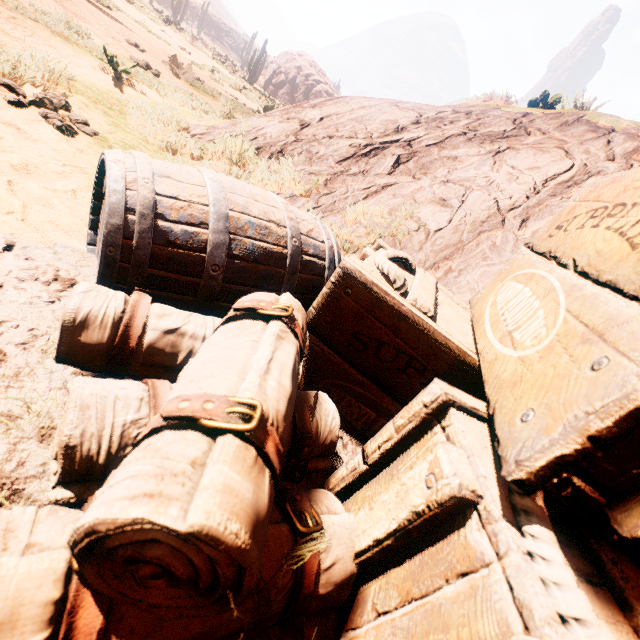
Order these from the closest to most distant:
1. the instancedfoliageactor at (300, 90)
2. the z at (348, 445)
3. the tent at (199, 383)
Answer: the tent at (199, 383) < the z at (348, 445) < the instancedfoliageactor at (300, 90)

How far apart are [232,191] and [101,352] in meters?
0.8 m

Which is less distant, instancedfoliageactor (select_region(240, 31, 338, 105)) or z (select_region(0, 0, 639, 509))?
z (select_region(0, 0, 639, 509))

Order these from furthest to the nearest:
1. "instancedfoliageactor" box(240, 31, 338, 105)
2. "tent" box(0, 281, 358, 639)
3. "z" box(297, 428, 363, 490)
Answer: "instancedfoliageactor" box(240, 31, 338, 105) < "z" box(297, 428, 363, 490) < "tent" box(0, 281, 358, 639)

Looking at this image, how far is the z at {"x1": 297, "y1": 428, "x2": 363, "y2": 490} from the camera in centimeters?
97cm

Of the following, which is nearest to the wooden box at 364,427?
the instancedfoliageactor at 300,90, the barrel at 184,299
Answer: the barrel at 184,299

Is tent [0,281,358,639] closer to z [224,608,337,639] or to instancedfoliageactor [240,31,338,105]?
z [224,608,337,639]

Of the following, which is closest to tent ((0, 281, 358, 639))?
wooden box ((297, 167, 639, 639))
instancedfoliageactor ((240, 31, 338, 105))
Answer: wooden box ((297, 167, 639, 639))
